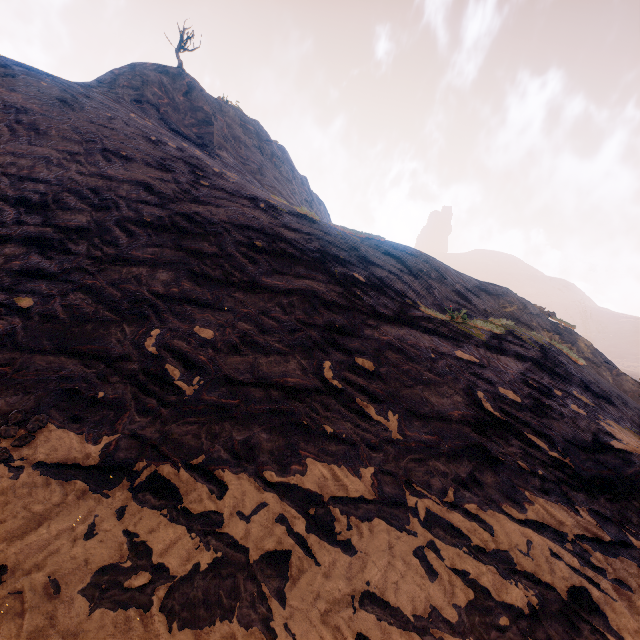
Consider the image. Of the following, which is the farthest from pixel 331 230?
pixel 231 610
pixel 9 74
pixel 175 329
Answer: pixel 9 74
